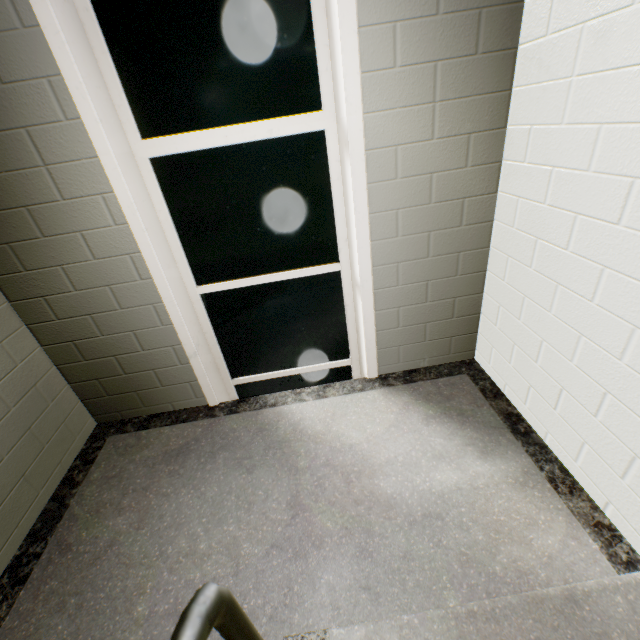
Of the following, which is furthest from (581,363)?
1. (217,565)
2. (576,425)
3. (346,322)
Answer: (217,565)

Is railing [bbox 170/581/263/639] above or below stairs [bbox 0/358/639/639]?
above

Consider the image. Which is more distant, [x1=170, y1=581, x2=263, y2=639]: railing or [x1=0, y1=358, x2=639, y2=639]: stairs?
[x1=0, y1=358, x2=639, y2=639]: stairs

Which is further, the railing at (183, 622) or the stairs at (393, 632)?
the stairs at (393, 632)

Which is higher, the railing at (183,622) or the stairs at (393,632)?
the railing at (183,622)
